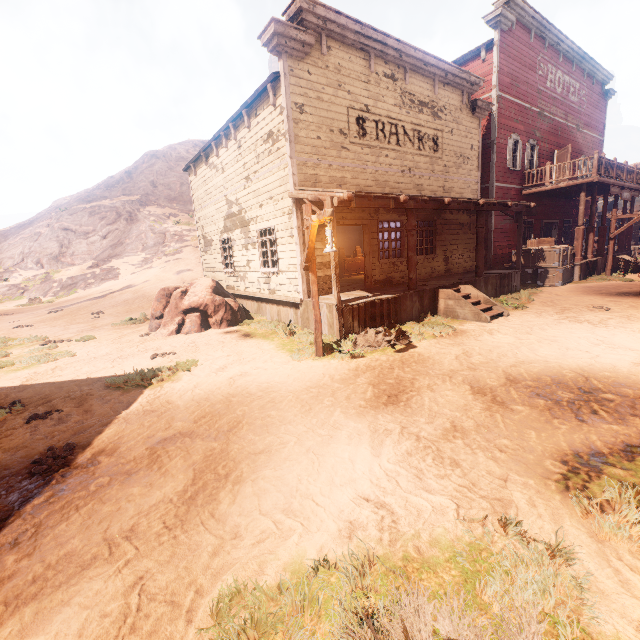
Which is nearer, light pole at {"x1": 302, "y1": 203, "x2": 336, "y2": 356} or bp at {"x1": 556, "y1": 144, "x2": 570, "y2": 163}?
light pole at {"x1": 302, "y1": 203, "x2": 336, "y2": 356}

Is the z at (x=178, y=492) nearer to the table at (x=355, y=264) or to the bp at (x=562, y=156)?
the table at (x=355, y=264)

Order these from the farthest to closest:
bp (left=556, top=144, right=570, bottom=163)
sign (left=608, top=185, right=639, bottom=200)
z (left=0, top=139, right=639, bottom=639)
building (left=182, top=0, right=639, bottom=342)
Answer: bp (left=556, top=144, right=570, bottom=163), sign (left=608, top=185, right=639, bottom=200), building (left=182, top=0, right=639, bottom=342), z (left=0, top=139, right=639, bottom=639)

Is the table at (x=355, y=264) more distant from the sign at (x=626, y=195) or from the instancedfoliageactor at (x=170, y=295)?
the sign at (x=626, y=195)

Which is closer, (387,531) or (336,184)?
(387,531)

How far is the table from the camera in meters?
17.1

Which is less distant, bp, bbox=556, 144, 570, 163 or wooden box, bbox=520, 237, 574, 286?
wooden box, bbox=520, 237, 574, 286

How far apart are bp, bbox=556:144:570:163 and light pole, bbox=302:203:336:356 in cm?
1867
